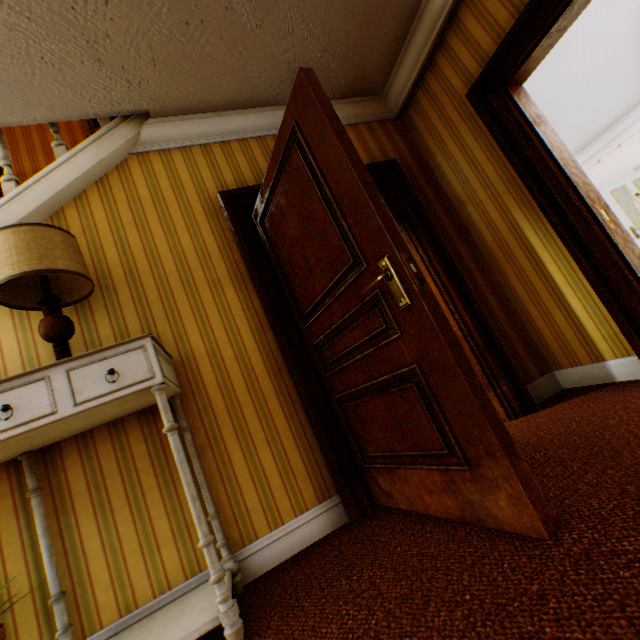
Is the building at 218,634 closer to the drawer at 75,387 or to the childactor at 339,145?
the childactor at 339,145

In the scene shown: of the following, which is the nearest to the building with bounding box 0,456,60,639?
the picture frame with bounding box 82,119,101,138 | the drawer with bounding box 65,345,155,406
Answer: the picture frame with bounding box 82,119,101,138

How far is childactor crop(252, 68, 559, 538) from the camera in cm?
125

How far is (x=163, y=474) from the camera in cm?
185

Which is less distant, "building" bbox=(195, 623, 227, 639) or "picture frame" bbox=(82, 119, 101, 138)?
"building" bbox=(195, 623, 227, 639)

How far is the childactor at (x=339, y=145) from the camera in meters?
1.3 m

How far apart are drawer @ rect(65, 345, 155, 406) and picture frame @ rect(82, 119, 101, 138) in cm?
428

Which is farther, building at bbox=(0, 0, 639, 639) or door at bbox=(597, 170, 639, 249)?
Result: door at bbox=(597, 170, 639, 249)
